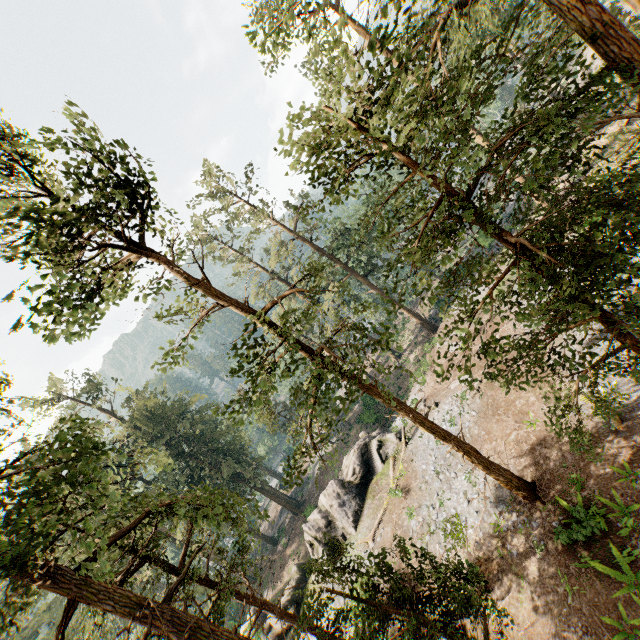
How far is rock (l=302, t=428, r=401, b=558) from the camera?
25.4 meters

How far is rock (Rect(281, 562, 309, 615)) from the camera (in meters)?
24.88

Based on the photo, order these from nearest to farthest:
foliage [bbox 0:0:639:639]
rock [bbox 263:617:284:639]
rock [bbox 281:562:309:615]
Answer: foliage [bbox 0:0:639:639], rock [bbox 263:617:284:639], rock [bbox 281:562:309:615]

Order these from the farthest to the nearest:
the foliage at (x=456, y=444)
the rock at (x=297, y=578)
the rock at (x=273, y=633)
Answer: the rock at (x=297, y=578)
the rock at (x=273, y=633)
the foliage at (x=456, y=444)

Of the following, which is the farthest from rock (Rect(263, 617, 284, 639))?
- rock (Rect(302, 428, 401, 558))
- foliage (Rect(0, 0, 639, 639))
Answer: foliage (Rect(0, 0, 639, 639))

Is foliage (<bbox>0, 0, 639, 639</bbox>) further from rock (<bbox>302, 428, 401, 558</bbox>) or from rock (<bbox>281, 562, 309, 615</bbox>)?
rock (<bbox>281, 562, 309, 615</bbox>)

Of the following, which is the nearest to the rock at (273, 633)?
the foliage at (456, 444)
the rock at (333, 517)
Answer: the rock at (333, 517)

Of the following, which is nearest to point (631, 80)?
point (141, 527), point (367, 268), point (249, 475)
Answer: point (141, 527)
